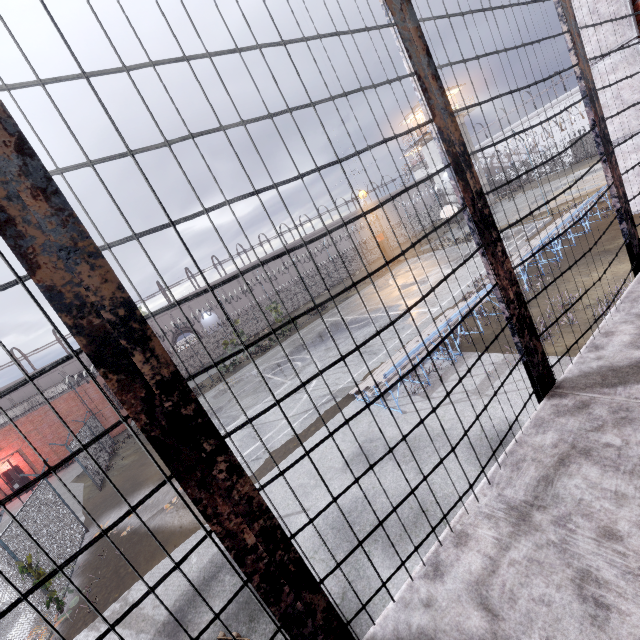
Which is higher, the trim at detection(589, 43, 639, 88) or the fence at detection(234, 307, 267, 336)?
the trim at detection(589, 43, 639, 88)

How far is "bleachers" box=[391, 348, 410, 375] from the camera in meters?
9.8 m

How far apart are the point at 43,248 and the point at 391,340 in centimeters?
1568cm

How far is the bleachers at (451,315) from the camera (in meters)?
10.91

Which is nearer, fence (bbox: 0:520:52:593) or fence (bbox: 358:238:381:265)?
fence (bbox: 0:520:52:593)

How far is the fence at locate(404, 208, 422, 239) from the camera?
33.0 meters

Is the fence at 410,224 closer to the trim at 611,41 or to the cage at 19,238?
the trim at 611,41
